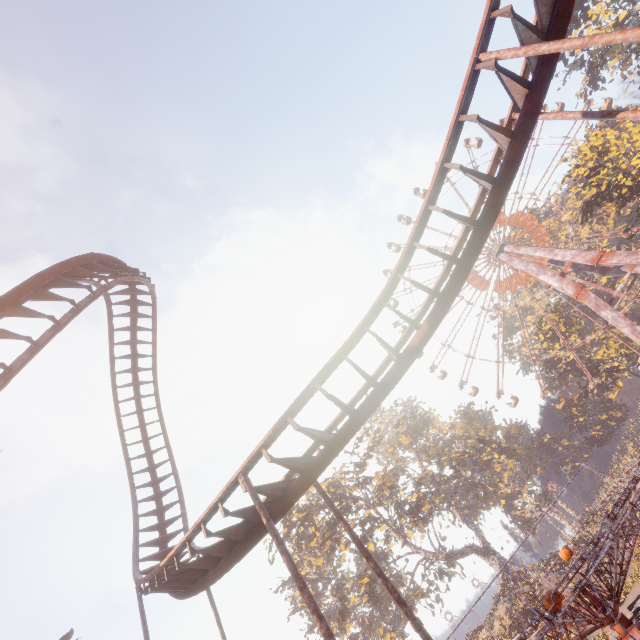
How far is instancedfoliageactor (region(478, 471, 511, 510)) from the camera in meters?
57.4 m

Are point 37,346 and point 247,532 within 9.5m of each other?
yes

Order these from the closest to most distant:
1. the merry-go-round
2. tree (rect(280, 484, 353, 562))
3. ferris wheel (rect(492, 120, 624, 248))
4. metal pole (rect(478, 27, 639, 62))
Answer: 1. metal pole (rect(478, 27, 639, 62))
2. the merry-go-round
3. tree (rect(280, 484, 353, 562))
4. ferris wheel (rect(492, 120, 624, 248))

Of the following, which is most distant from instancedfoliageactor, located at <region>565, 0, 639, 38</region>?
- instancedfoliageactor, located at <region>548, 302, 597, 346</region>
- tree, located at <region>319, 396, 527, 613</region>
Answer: tree, located at <region>319, 396, 527, 613</region>

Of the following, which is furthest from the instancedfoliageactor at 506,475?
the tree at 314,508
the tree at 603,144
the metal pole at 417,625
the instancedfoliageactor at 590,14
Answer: the metal pole at 417,625

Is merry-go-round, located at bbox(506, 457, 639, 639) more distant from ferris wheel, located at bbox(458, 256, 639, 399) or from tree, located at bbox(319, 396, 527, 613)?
ferris wheel, located at bbox(458, 256, 639, 399)

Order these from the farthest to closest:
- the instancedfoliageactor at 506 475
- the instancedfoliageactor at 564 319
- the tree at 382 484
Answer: the instancedfoliageactor at 506 475, the instancedfoliageactor at 564 319, the tree at 382 484
